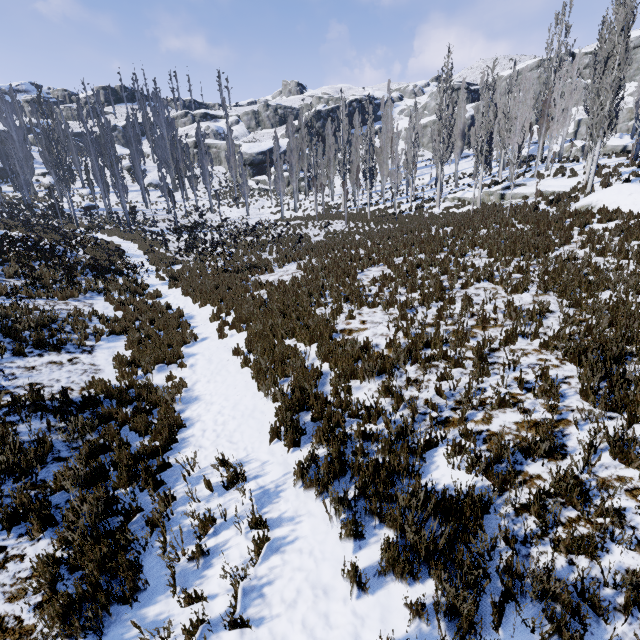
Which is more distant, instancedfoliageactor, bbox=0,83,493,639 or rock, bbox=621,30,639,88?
rock, bbox=621,30,639,88

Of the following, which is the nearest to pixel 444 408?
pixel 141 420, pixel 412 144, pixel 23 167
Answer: pixel 141 420

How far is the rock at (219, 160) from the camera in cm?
5609

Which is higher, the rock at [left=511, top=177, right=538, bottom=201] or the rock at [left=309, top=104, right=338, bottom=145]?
the rock at [left=309, top=104, right=338, bottom=145]

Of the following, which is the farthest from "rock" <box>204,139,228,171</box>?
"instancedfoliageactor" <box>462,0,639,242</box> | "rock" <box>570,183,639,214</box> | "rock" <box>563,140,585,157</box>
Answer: "rock" <box>570,183,639,214</box>

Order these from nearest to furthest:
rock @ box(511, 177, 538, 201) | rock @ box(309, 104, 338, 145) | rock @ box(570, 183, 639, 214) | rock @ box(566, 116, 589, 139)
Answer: rock @ box(570, 183, 639, 214)
rock @ box(511, 177, 538, 201)
rock @ box(566, 116, 589, 139)
rock @ box(309, 104, 338, 145)

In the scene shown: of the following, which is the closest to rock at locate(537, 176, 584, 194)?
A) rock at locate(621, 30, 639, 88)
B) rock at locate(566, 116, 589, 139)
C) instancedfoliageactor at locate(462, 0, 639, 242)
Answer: instancedfoliageactor at locate(462, 0, 639, 242)

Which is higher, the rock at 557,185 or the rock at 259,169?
the rock at 259,169
